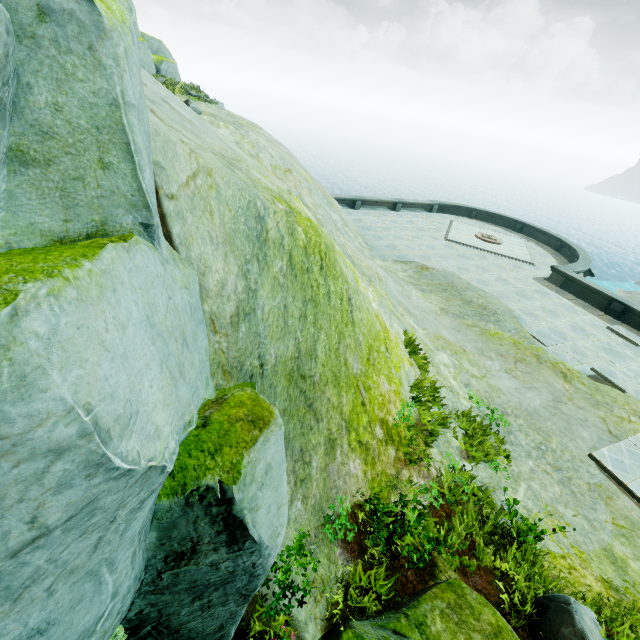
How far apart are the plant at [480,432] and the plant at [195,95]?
15.8m

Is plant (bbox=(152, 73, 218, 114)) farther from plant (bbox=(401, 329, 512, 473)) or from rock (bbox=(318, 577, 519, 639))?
plant (bbox=(401, 329, 512, 473))

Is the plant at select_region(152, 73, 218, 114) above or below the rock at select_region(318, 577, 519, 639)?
above

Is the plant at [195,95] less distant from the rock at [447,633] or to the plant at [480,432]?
the rock at [447,633]

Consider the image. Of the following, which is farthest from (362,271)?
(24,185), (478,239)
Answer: (478,239)

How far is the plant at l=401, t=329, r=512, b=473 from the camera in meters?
5.9 m

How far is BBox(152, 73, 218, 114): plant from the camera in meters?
11.6
